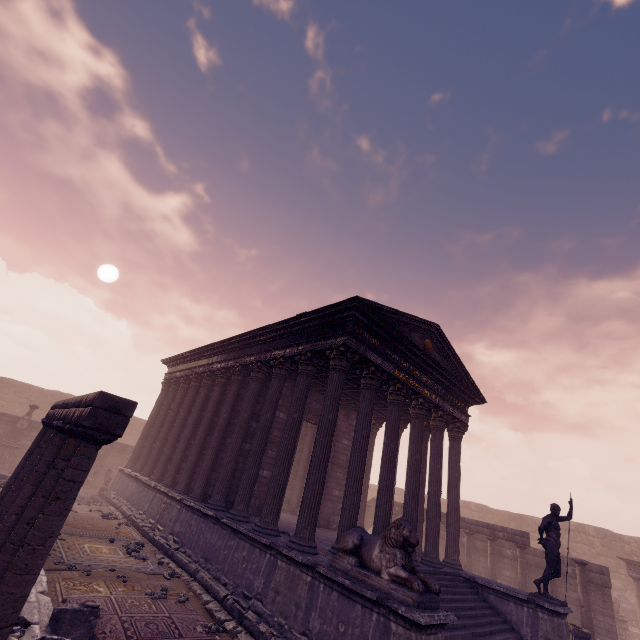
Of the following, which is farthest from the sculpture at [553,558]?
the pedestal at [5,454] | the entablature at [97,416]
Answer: the pedestal at [5,454]

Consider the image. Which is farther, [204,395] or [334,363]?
[204,395]

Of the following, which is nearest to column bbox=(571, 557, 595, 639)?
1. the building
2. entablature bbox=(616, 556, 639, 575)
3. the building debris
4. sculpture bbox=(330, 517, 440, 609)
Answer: the building

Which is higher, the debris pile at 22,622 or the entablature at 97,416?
the entablature at 97,416

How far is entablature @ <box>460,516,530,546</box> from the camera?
14.21m

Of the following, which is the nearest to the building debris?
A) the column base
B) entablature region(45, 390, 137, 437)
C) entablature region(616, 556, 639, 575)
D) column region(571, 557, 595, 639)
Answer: entablature region(616, 556, 639, 575)

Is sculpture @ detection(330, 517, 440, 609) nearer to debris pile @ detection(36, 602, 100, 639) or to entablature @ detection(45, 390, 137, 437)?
debris pile @ detection(36, 602, 100, 639)

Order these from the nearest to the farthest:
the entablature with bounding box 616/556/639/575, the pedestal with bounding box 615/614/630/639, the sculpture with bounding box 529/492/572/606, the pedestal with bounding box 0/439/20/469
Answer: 1. the sculpture with bounding box 529/492/572/606
2. the pedestal with bounding box 615/614/630/639
3. the entablature with bounding box 616/556/639/575
4. the pedestal with bounding box 0/439/20/469
